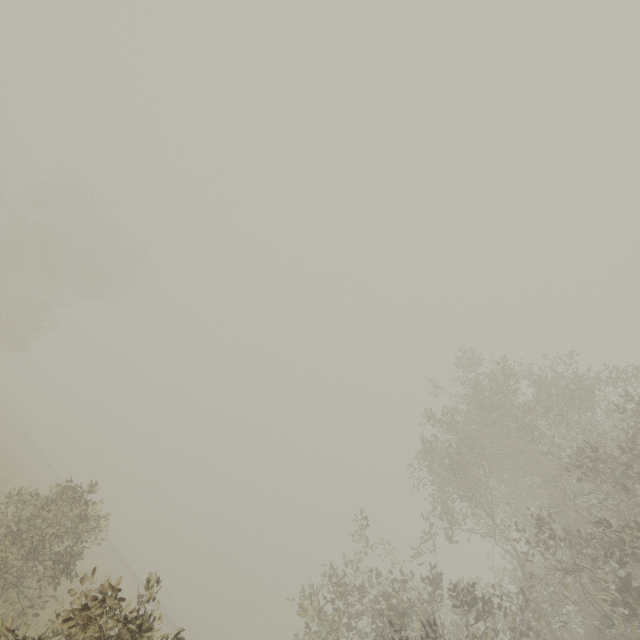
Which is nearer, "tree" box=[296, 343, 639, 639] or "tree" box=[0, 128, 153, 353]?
"tree" box=[296, 343, 639, 639]

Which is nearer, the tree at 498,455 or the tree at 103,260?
the tree at 498,455

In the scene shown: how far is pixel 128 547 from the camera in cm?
4366
